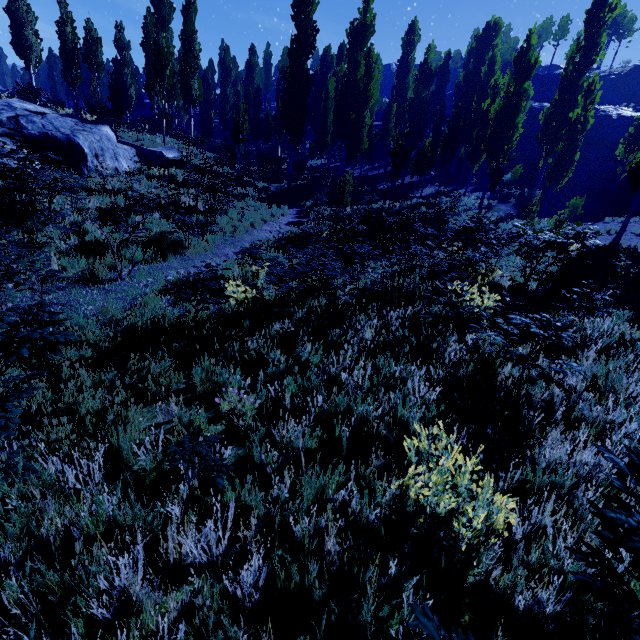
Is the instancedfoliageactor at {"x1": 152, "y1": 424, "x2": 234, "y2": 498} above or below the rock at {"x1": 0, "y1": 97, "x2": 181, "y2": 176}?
below

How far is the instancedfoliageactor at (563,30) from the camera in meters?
54.2

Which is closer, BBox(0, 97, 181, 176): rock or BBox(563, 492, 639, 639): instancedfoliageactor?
BBox(563, 492, 639, 639): instancedfoliageactor

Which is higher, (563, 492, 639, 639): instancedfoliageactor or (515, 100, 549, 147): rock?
(515, 100, 549, 147): rock

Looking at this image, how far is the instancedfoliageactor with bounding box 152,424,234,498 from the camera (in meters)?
2.41

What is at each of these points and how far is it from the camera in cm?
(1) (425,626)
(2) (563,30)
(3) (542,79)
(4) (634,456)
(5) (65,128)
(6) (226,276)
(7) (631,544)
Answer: (1) instancedfoliageactor, 150
(2) instancedfoliageactor, 5478
(3) rock, 5369
(4) instancedfoliageactor, 194
(5) rock, 1284
(6) instancedfoliageactor, 848
(7) instancedfoliageactor, 163

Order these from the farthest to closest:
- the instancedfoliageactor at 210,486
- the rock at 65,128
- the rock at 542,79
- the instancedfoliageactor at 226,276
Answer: the rock at 542,79 → the rock at 65,128 → the instancedfoliageactor at 226,276 → the instancedfoliageactor at 210,486

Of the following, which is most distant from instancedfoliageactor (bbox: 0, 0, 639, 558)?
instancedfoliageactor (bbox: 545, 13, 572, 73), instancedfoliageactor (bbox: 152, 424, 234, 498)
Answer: instancedfoliageactor (bbox: 152, 424, 234, 498)
